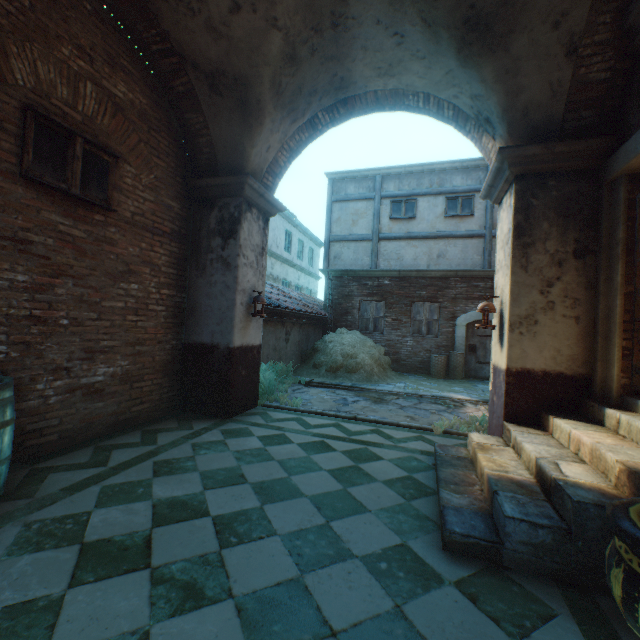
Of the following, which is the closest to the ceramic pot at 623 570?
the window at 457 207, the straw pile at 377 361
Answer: the straw pile at 377 361

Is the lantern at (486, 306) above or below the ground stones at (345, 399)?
above

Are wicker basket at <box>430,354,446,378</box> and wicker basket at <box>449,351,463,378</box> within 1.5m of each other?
yes

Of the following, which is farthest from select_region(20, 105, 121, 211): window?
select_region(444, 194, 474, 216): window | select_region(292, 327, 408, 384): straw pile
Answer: select_region(444, 194, 474, 216): window

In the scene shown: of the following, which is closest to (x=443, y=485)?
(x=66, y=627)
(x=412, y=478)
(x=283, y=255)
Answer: (x=412, y=478)

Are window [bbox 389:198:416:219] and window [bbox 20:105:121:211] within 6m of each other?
no

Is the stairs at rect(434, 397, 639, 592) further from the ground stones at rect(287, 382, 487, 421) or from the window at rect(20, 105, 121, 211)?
the window at rect(20, 105, 121, 211)

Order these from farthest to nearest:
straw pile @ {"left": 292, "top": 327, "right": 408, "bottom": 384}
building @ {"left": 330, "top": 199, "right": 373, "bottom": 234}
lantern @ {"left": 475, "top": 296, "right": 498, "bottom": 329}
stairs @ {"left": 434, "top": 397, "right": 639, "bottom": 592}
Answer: building @ {"left": 330, "top": 199, "right": 373, "bottom": 234} → straw pile @ {"left": 292, "top": 327, "right": 408, "bottom": 384} → lantern @ {"left": 475, "top": 296, "right": 498, "bottom": 329} → stairs @ {"left": 434, "top": 397, "right": 639, "bottom": 592}
